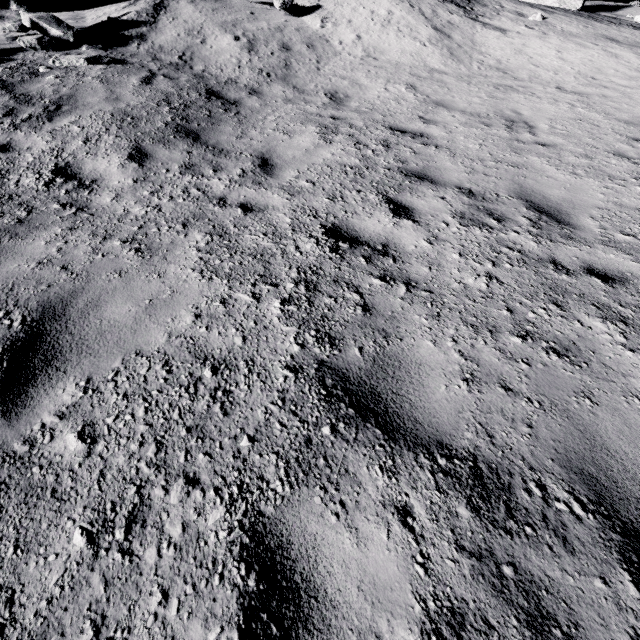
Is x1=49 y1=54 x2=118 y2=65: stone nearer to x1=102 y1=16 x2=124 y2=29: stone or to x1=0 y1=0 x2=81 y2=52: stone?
x1=0 y1=0 x2=81 y2=52: stone

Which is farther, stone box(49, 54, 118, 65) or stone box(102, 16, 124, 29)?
stone box(102, 16, 124, 29)

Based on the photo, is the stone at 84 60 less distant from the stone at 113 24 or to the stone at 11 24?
the stone at 11 24

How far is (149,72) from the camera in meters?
7.5 m

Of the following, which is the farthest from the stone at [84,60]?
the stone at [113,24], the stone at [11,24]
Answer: the stone at [113,24]

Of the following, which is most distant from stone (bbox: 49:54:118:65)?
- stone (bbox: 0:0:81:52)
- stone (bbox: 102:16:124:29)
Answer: stone (bbox: 102:16:124:29)

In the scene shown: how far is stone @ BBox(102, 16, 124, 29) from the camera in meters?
8.9 m
